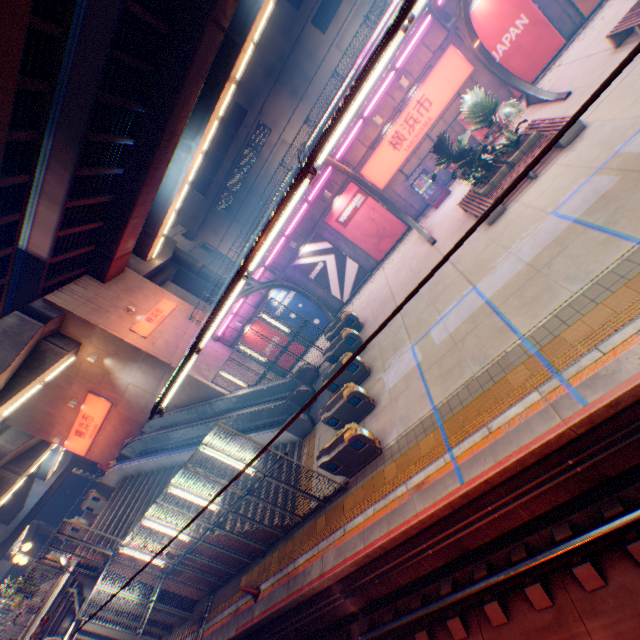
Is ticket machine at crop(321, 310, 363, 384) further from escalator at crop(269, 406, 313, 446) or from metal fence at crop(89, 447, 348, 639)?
escalator at crop(269, 406, 313, 446)

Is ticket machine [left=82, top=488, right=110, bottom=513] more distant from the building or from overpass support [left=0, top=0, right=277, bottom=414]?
the building

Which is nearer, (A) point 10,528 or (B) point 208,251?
(A) point 10,528

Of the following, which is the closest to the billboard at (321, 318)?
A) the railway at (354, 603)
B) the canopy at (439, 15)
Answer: the canopy at (439, 15)

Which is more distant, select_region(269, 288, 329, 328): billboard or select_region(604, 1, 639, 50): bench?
select_region(269, 288, 329, 328): billboard

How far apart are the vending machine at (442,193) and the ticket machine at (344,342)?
8.2m

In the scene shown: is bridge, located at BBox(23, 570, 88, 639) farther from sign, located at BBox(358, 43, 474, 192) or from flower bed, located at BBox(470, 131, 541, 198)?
flower bed, located at BBox(470, 131, 541, 198)

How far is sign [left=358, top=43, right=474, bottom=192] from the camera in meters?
15.2 m
